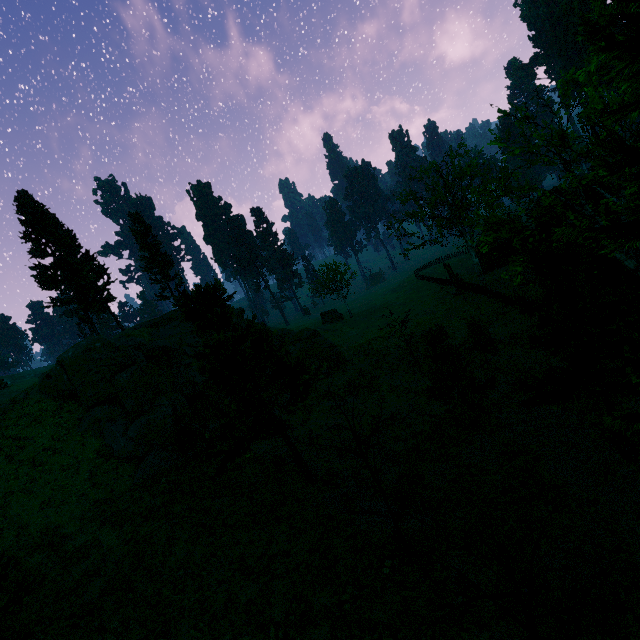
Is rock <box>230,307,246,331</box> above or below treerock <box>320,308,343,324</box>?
above

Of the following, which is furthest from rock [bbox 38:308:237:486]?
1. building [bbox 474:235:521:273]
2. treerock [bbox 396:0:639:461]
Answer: building [bbox 474:235:521:273]

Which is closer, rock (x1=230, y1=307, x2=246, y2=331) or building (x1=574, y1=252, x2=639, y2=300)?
building (x1=574, y1=252, x2=639, y2=300)

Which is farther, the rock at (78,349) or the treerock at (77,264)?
the treerock at (77,264)

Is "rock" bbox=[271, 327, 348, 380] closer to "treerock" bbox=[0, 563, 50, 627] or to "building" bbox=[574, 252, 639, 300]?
"treerock" bbox=[0, 563, 50, 627]

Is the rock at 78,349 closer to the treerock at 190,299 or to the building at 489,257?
the treerock at 190,299

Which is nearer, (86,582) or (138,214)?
(86,582)

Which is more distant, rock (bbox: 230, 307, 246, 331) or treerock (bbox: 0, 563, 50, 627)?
rock (bbox: 230, 307, 246, 331)
